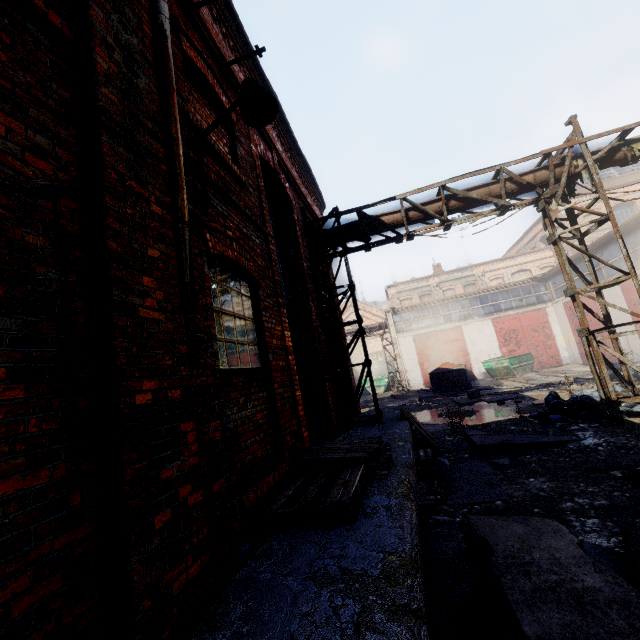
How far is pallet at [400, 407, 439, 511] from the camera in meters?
4.9

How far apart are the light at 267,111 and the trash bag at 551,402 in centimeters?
886cm

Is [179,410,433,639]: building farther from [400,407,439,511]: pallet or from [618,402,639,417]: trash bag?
[618,402,639,417]: trash bag

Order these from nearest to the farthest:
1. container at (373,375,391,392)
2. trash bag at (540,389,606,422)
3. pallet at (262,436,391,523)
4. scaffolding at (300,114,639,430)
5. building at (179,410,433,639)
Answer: building at (179,410,433,639)
pallet at (262,436,391,523)
scaffolding at (300,114,639,430)
trash bag at (540,389,606,422)
container at (373,375,391,392)

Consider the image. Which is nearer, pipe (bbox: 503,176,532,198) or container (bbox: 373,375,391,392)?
pipe (bbox: 503,176,532,198)

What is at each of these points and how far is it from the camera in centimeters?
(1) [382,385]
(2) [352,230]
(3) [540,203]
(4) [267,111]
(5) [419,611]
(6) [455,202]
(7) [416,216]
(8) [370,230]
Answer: (1) container, 2950cm
(2) pipe, 870cm
(3) scaffolding, 785cm
(4) light, 362cm
(5) building, 190cm
(6) pipe, 814cm
(7) pipe, 839cm
(8) pipe, 865cm

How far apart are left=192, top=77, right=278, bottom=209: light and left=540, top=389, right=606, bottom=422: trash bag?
8.9 meters

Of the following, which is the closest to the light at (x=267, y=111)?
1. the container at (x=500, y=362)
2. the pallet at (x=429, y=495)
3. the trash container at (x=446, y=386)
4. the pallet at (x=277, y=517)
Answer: the pallet at (x=277, y=517)
